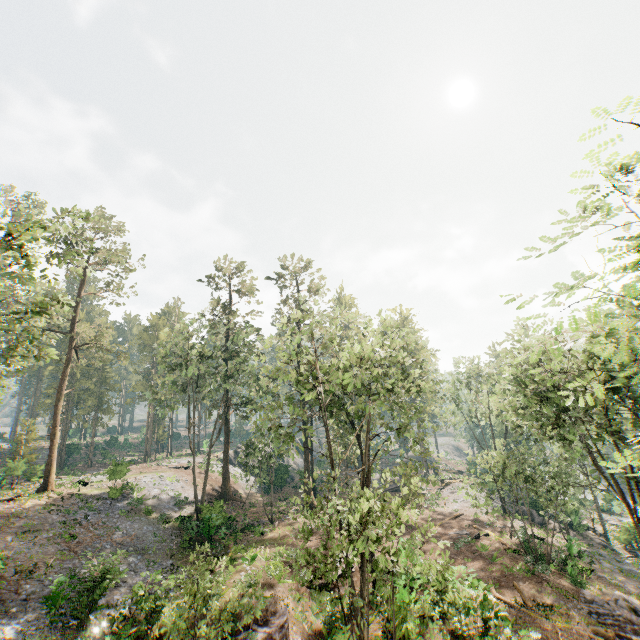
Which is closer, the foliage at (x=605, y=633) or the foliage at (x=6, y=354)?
the foliage at (x=6, y=354)

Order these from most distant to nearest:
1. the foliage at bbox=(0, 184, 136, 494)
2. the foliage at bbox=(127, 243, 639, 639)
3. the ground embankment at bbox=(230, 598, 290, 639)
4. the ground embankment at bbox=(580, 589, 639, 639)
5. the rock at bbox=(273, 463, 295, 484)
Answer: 1. the rock at bbox=(273, 463, 295, 484)
2. the ground embankment at bbox=(580, 589, 639, 639)
3. the ground embankment at bbox=(230, 598, 290, 639)
4. the foliage at bbox=(0, 184, 136, 494)
5. the foliage at bbox=(127, 243, 639, 639)

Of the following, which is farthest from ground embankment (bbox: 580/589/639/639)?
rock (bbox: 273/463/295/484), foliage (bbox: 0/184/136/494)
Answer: rock (bbox: 273/463/295/484)

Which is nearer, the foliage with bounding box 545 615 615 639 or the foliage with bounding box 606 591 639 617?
the foliage with bounding box 545 615 615 639

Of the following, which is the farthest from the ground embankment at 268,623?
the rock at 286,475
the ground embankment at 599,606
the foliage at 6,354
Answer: the rock at 286,475

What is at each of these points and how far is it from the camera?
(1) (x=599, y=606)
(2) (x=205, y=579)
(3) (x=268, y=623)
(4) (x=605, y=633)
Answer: (1) ground embankment, 19.4 meters
(2) foliage, 12.8 meters
(3) ground embankment, 16.6 meters
(4) foliage, 16.1 meters

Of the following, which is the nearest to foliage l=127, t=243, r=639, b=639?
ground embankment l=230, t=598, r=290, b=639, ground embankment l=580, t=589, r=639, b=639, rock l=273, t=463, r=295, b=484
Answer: ground embankment l=580, t=589, r=639, b=639

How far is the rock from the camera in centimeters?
4406cm
